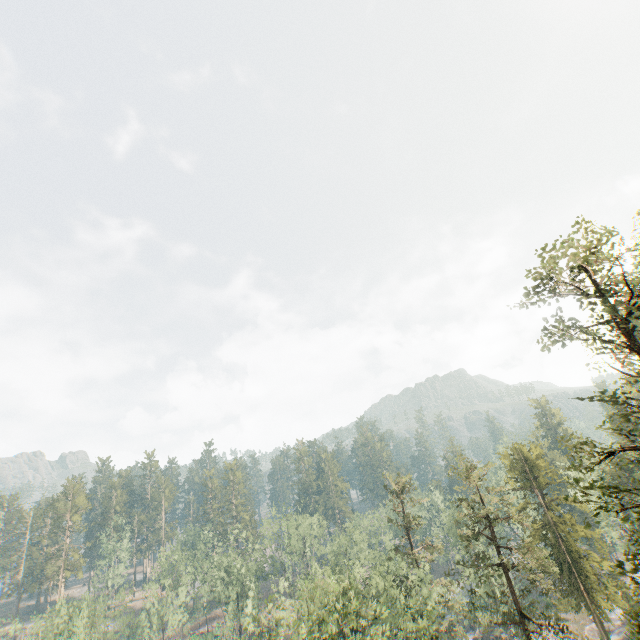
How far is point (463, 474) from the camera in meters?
34.6

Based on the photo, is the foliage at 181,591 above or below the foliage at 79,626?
above

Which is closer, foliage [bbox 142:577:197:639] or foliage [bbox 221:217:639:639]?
foliage [bbox 221:217:639:639]

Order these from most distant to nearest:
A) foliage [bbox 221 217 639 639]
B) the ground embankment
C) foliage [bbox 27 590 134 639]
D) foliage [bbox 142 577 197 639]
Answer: foliage [bbox 142 577 197 639], foliage [bbox 27 590 134 639], the ground embankment, foliage [bbox 221 217 639 639]

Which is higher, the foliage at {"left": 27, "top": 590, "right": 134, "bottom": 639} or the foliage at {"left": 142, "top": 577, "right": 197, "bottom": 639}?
the foliage at {"left": 142, "top": 577, "right": 197, "bottom": 639}

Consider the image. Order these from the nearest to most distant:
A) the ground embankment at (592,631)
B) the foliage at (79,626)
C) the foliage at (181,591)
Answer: the ground embankment at (592,631)
the foliage at (79,626)
the foliage at (181,591)

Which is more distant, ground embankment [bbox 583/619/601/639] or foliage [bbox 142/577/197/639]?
foliage [bbox 142/577/197/639]

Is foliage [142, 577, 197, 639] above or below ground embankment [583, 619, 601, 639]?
above
